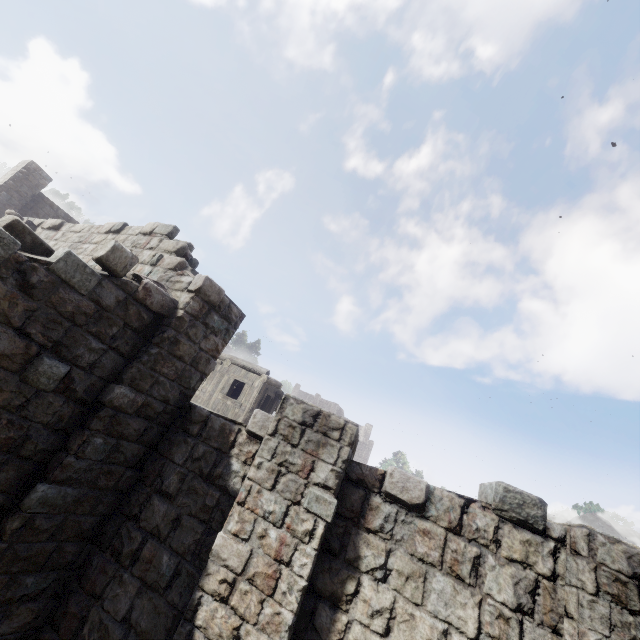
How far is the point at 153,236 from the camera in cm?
784
